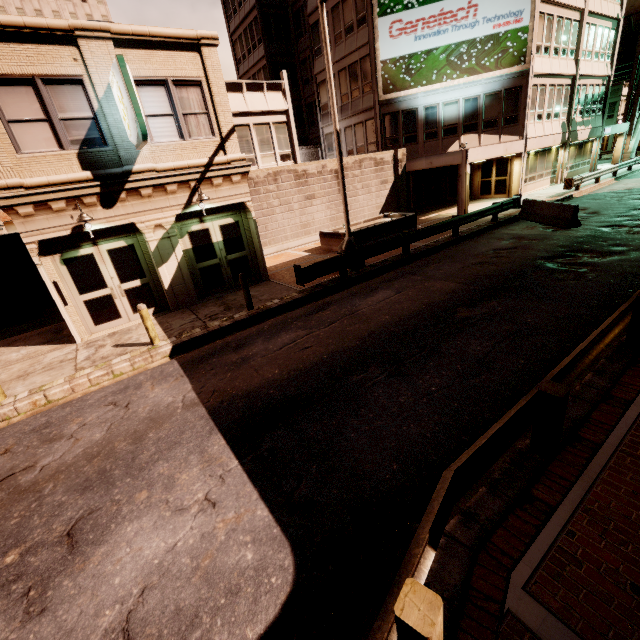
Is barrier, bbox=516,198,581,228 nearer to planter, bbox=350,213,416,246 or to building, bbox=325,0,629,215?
building, bbox=325,0,629,215

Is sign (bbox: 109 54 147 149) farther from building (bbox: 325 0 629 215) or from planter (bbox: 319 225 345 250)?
planter (bbox: 319 225 345 250)

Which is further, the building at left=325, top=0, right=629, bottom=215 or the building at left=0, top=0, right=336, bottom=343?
the building at left=325, top=0, right=629, bottom=215

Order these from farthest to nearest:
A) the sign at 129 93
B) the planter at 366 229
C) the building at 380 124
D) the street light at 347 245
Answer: the building at 380 124 < the planter at 366 229 < the street light at 347 245 < the sign at 129 93

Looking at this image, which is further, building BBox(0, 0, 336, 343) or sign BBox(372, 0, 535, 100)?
sign BBox(372, 0, 535, 100)

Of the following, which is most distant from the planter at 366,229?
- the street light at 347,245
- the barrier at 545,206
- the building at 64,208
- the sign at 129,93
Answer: the sign at 129,93

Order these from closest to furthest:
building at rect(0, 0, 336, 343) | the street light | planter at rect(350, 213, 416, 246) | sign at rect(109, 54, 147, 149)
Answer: Result:
1. sign at rect(109, 54, 147, 149)
2. building at rect(0, 0, 336, 343)
3. the street light
4. planter at rect(350, 213, 416, 246)

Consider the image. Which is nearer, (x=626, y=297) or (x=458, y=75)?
(x=626, y=297)
